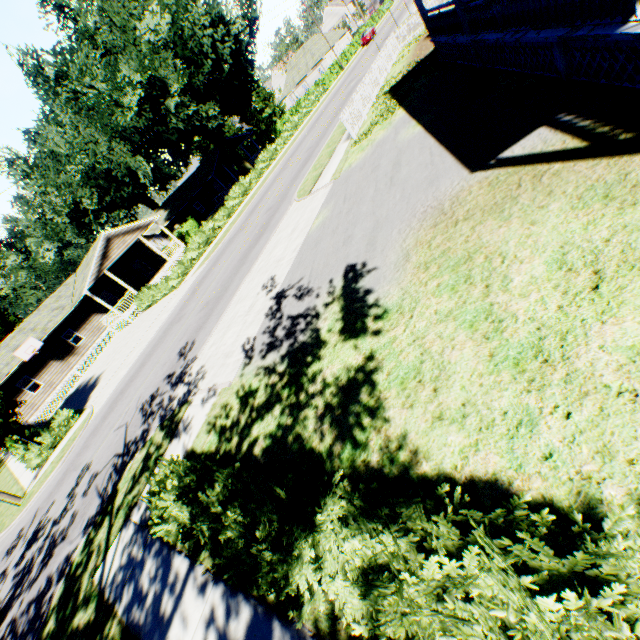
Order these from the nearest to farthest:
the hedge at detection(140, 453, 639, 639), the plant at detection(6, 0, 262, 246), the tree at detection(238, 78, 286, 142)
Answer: the hedge at detection(140, 453, 639, 639)
the plant at detection(6, 0, 262, 246)
the tree at detection(238, 78, 286, 142)

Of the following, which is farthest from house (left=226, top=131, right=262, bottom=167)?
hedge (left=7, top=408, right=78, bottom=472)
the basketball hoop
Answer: the basketball hoop

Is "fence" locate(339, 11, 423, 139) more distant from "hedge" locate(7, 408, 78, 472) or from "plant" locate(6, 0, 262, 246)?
"hedge" locate(7, 408, 78, 472)

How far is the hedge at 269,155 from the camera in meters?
25.6

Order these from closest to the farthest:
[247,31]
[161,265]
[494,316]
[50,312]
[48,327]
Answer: [494,316] → [48,327] → [50,312] → [247,31] → [161,265]

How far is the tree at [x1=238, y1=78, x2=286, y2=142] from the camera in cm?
5362

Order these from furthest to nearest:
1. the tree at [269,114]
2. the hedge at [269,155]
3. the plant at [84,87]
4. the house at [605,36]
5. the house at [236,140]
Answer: the tree at [269,114] < the house at [236,140] < the plant at [84,87] < the hedge at [269,155] < the house at [605,36]

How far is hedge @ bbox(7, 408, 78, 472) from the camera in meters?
17.0
